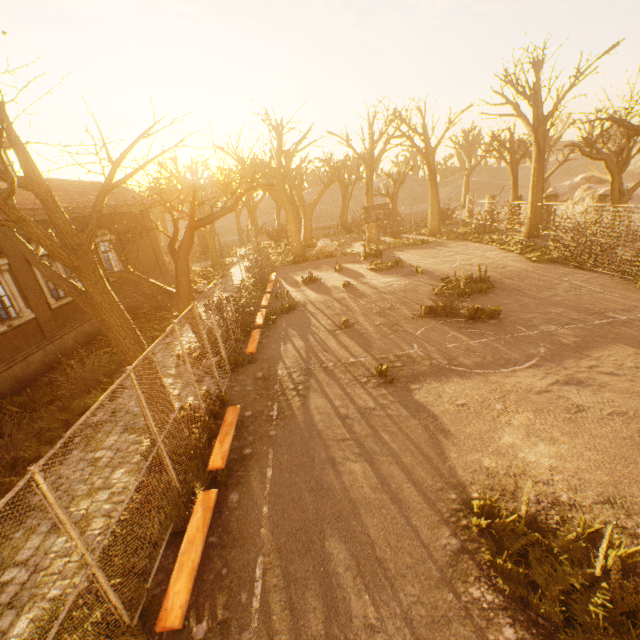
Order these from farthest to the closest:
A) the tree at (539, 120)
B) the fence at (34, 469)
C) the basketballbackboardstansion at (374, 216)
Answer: the basketballbackboardstansion at (374, 216) < the tree at (539, 120) < the fence at (34, 469)

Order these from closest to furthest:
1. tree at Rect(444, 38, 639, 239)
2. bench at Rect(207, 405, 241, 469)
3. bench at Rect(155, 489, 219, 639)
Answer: bench at Rect(155, 489, 219, 639)
bench at Rect(207, 405, 241, 469)
tree at Rect(444, 38, 639, 239)

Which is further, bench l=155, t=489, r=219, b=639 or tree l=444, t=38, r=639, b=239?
tree l=444, t=38, r=639, b=239

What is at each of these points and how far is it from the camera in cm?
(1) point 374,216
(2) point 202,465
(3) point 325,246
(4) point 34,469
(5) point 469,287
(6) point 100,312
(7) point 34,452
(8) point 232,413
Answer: (1) basketballbackboardstansion, 2100
(2) instancedfoliageactor, 685
(3) rock, 2836
(4) fence, 320
(5) instancedfoliageactor, 1414
(6) tree, 624
(7) instancedfoliageactor, 789
(8) bench, 783

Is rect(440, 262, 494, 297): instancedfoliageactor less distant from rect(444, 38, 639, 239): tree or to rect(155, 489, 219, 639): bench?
rect(444, 38, 639, 239): tree

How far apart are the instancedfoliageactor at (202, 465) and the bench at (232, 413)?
0.66m

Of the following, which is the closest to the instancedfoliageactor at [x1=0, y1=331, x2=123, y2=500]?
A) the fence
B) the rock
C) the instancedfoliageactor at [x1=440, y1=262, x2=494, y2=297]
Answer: the fence

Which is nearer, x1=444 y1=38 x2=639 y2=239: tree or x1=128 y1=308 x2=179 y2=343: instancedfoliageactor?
x1=128 y1=308 x2=179 y2=343: instancedfoliageactor
